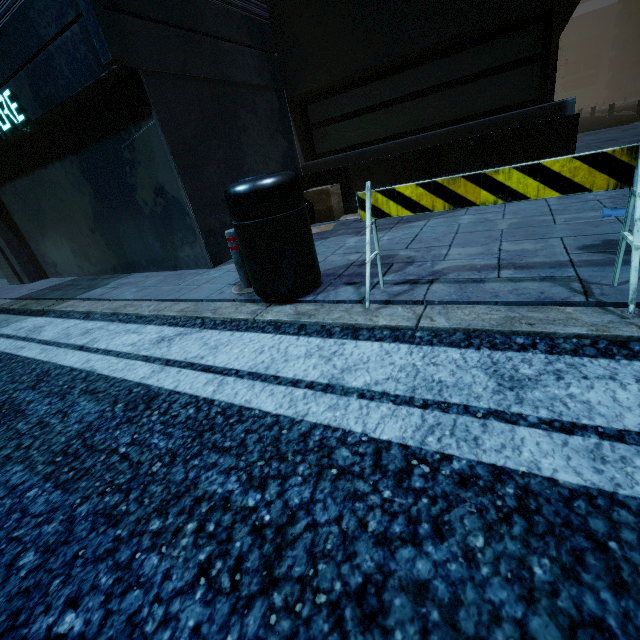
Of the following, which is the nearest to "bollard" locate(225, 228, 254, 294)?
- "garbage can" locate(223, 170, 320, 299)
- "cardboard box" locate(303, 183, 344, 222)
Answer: "garbage can" locate(223, 170, 320, 299)

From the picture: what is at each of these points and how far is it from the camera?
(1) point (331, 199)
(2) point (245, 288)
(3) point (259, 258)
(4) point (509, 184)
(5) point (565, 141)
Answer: (1) cardboard box, 5.40m
(2) bollard, 3.06m
(3) garbage can, 2.41m
(4) barricade, 1.73m
(5) building, 4.08m

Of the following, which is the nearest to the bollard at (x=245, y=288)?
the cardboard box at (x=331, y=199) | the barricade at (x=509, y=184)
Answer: the barricade at (x=509, y=184)

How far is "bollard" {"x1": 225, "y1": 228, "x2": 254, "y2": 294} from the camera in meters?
2.9 m

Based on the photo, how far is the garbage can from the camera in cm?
222

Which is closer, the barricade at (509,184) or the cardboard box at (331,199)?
the barricade at (509,184)

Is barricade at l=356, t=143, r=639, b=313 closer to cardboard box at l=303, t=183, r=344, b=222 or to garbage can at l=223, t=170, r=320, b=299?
garbage can at l=223, t=170, r=320, b=299

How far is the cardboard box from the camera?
5.4m
